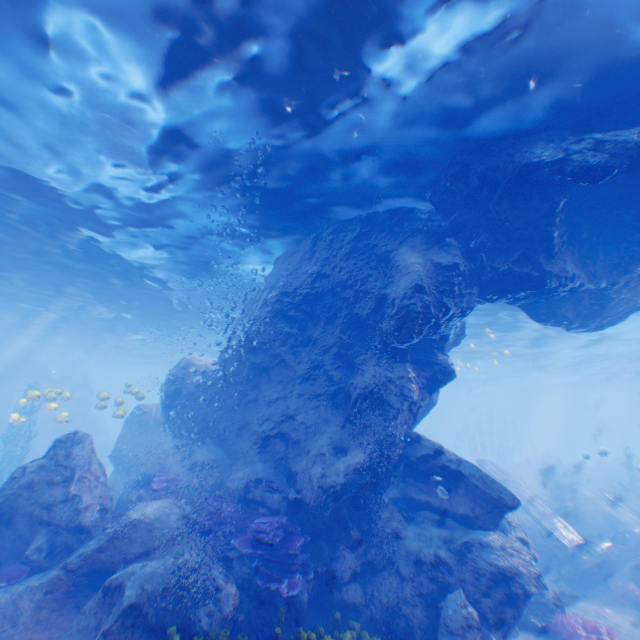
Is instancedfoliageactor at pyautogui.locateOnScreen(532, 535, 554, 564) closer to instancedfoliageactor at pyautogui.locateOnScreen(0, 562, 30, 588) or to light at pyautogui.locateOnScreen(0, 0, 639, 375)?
light at pyautogui.locateOnScreen(0, 0, 639, 375)

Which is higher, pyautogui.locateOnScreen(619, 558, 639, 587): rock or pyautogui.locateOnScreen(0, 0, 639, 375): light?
pyautogui.locateOnScreen(0, 0, 639, 375): light

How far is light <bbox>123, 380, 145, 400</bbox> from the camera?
16.05m

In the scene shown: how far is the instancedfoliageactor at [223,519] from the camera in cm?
759

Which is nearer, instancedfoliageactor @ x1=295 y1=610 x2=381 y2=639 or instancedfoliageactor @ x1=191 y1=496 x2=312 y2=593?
instancedfoliageactor @ x1=295 y1=610 x2=381 y2=639

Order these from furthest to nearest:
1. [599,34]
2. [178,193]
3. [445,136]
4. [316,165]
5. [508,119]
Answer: [178,193] < [316,165] < [445,136] < [508,119] < [599,34]

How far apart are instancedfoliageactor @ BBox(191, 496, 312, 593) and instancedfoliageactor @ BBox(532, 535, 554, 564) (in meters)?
13.66

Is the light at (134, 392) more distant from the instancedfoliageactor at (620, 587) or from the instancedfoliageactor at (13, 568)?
the instancedfoliageactor at (13, 568)
